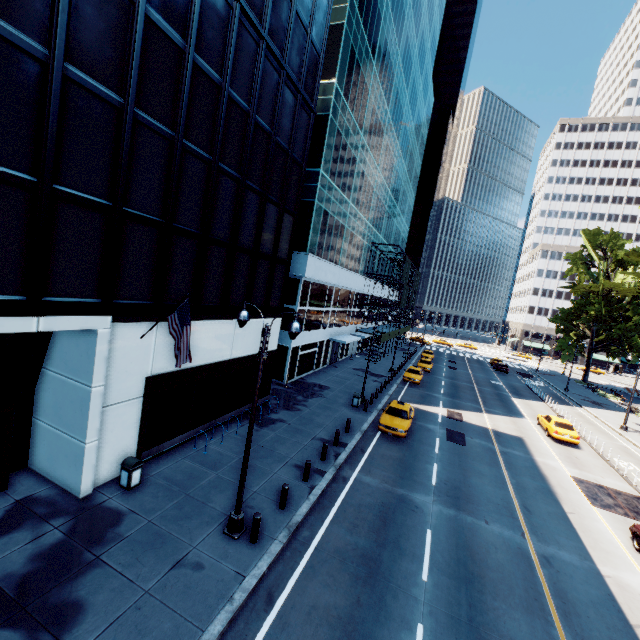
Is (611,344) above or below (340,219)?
below

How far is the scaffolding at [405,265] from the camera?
41.8 meters

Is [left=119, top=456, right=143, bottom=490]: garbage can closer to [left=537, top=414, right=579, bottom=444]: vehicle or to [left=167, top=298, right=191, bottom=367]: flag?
[left=167, top=298, right=191, bottom=367]: flag

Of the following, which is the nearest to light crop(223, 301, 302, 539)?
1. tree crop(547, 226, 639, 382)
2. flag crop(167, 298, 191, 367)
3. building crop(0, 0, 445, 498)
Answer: flag crop(167, 298, 191, 367)

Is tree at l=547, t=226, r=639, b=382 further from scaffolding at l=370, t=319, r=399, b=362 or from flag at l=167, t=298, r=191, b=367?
flag at l=167, t=298, r=191, b=367

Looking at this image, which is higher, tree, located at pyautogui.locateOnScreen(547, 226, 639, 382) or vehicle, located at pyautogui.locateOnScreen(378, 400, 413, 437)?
tree, located at pyautogui.locateOnScreen(547, 226, 639, 382)

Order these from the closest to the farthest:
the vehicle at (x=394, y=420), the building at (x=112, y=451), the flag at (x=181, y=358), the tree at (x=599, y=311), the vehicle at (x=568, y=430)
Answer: the building at (x=112, y=451) < the flag at (x=181, y=358) < the vehicle at (x=394, y=420) < the vehicle at (x=568, y=430) < the tree at (x=599, y=311)
